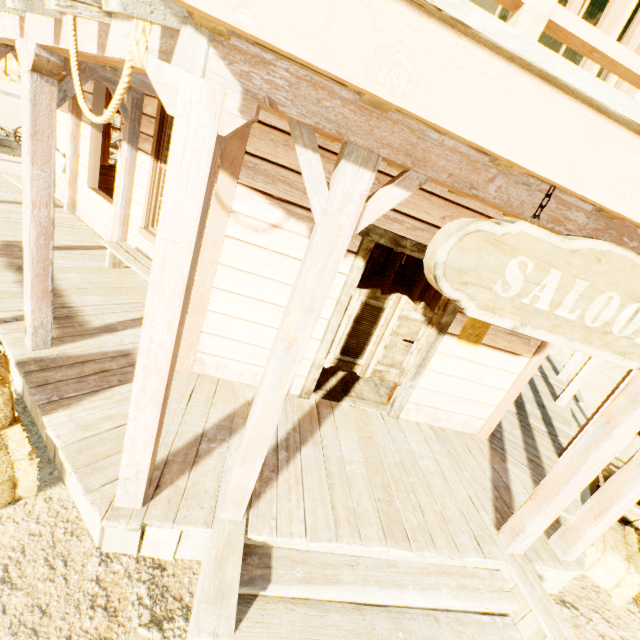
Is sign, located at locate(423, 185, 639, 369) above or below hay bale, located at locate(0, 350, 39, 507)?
above

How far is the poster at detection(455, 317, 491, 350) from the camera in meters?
3.9

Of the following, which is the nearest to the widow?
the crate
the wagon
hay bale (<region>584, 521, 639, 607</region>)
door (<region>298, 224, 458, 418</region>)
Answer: door (<region>298, 224, 458, 418</region>)

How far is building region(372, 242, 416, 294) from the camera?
8.9 meters

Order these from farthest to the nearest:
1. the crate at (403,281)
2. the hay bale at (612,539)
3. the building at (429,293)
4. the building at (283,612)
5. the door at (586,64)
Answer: the crate at (403,281) → the building at (429,293) → the hay bale at (612,539) → the door at (586,64) → the building at (283,612)

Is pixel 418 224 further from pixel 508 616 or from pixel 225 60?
pixel 508 616

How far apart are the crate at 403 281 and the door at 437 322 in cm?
779

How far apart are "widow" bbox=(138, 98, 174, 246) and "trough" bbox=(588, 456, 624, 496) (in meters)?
6.68
